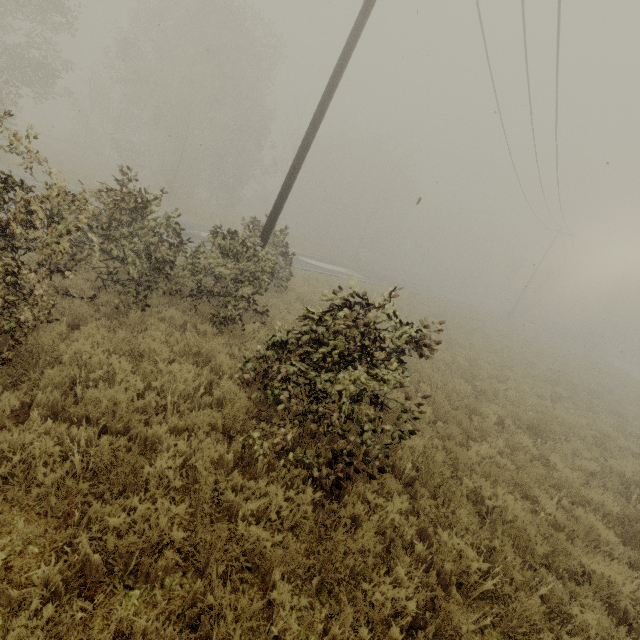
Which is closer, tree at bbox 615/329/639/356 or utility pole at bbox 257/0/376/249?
utility pole at bbox 257/0/376/249

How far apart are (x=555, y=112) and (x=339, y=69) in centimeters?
1101cm

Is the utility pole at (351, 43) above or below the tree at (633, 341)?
above

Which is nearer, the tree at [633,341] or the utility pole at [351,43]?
the utility pole at [351,43]

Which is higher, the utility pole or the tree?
the utility pole
